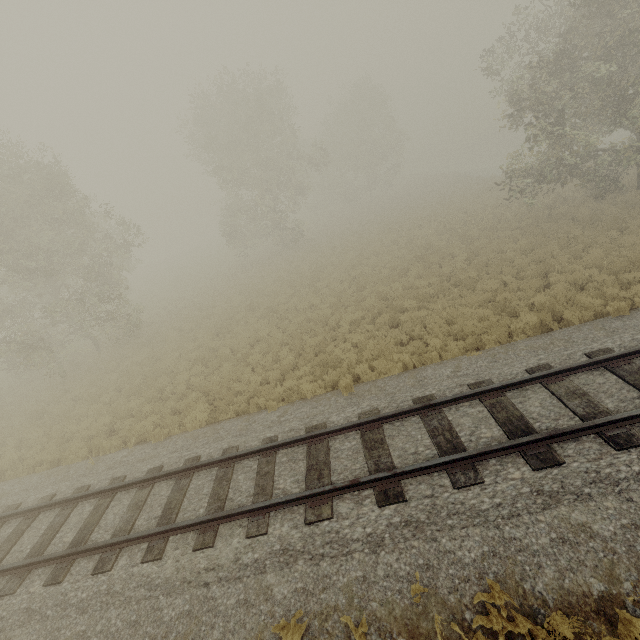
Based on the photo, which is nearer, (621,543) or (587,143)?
(621,543)
